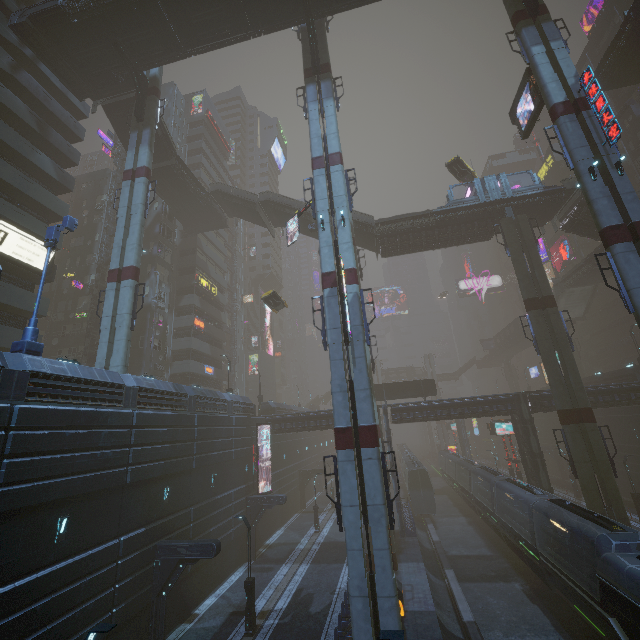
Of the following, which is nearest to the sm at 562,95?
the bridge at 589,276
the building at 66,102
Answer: the building at 66,102

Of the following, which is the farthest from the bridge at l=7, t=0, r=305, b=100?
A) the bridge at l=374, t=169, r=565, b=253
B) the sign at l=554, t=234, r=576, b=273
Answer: the sign at l=554, t=234, r=576, b=273

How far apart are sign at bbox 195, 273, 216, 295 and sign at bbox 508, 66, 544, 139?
38.03m

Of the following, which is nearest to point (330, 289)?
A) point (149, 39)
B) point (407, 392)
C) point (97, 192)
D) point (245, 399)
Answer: point (245, 399)

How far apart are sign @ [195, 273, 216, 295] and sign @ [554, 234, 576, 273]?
59.3m

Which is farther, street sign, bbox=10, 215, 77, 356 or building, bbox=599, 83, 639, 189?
building, bbox=599, 83, 639, 189

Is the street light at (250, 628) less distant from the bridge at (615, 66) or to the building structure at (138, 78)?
the building structure at (138, 78)

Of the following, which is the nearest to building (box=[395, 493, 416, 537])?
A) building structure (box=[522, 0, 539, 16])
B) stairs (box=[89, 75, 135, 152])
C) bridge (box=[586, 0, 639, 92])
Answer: stairs (box=[89, 75, 135, 152])
